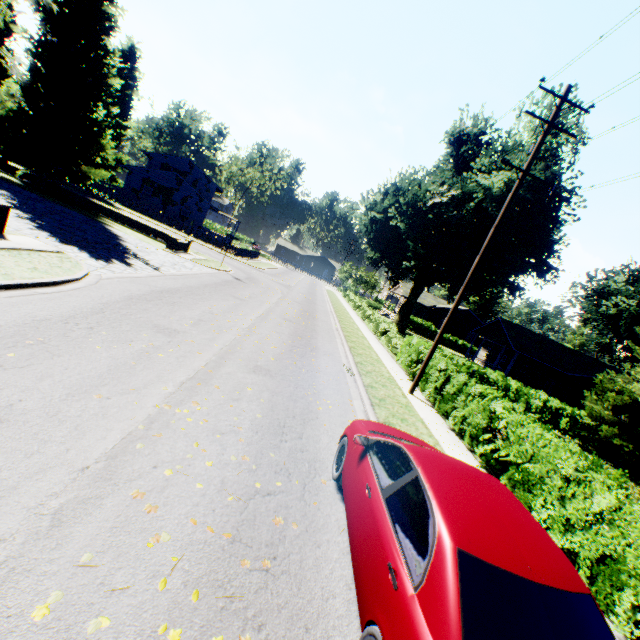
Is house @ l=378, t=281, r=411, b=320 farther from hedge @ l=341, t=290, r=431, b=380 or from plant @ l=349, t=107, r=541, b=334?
hedge @ l=341, t=290, r=431, b=380

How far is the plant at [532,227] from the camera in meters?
25.3 m

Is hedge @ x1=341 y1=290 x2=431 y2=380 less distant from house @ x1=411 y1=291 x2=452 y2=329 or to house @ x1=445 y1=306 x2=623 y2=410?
house @ x1=445 y1=306 x2=623 y2=410

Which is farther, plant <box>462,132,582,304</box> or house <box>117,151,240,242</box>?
house <box>117,151,240,242</box>

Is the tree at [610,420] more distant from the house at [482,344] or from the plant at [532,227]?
the house at [482,344]

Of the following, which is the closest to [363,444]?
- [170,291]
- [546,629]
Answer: [546,629]

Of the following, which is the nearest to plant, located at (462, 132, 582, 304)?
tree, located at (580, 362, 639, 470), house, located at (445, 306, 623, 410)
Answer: tree, located at (580, 362, 639, 470)

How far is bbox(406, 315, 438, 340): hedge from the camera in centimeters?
4781cm
